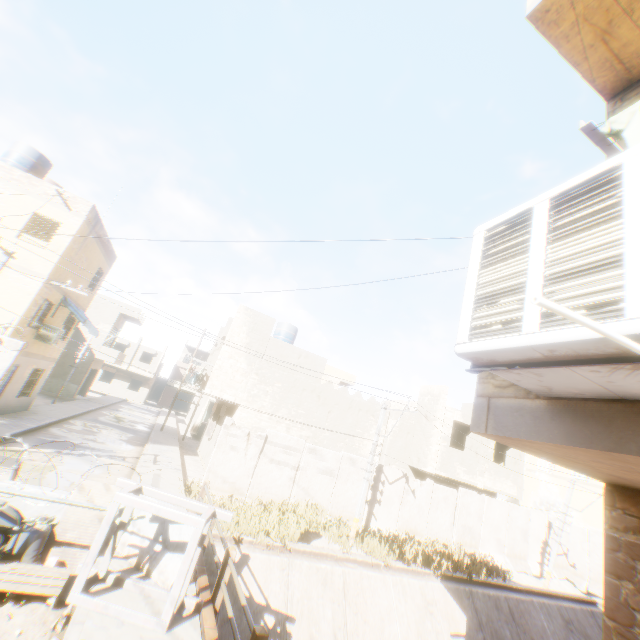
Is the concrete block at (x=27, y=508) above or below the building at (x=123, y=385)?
below

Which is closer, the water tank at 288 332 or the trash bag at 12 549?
the trash bag at 12 549

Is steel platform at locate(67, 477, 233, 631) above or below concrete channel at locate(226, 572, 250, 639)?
above

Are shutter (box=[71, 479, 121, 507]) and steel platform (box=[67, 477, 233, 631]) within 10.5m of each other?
yes

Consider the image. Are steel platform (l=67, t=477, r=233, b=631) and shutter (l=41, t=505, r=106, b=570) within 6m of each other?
yes

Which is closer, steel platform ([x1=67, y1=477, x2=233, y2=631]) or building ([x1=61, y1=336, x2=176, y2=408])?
steel platform ([x1=67, y1=477, x2=233, y2=631])

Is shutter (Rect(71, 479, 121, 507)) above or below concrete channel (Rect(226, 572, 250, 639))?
above

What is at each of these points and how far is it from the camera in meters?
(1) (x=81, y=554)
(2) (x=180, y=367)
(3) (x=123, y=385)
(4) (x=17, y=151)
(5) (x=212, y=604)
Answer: (1) shutter, 6.3
(2) building, 51.5
(3) building, 45.7
(4) building, 15.3
(5) bridge, 6.0
